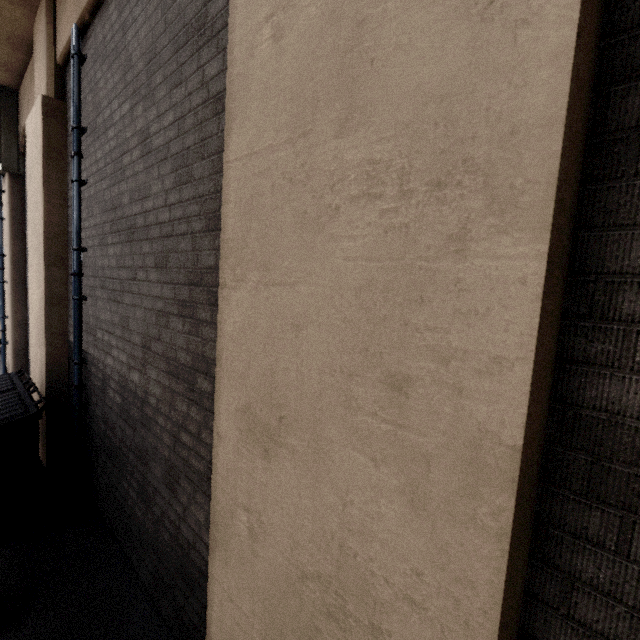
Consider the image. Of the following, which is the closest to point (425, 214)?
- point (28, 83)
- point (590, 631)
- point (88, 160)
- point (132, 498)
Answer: point (590, 631)

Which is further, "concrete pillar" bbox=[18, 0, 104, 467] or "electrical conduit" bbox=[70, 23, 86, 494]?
"concrete pillar" bbox=[18, 0, 104, 467]

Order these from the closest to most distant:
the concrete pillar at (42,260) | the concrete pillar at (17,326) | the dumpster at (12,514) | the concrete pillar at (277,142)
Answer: the concrete pillar at (277,142) < the dumpster at (12,514) < the concrete pillar at (42,260) < the concrete pillar at (17,326)

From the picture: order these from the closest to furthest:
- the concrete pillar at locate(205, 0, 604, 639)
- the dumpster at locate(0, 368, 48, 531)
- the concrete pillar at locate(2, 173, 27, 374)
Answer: the concrete pillar at locate(205, 0, 604, 639) → the dumpster at locate(0, 368, 48, 531) → the concrete pillar at locate(2, 173, 27, 374)

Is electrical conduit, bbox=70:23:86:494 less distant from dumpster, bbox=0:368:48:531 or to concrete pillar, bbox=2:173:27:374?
dumpster, bbox=0:368:48:531

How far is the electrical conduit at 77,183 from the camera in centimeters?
396cm

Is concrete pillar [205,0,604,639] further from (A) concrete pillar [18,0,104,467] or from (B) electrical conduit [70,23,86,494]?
(B) electrical conduit [70,23,86,494]

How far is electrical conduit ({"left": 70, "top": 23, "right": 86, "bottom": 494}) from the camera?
4.0m
